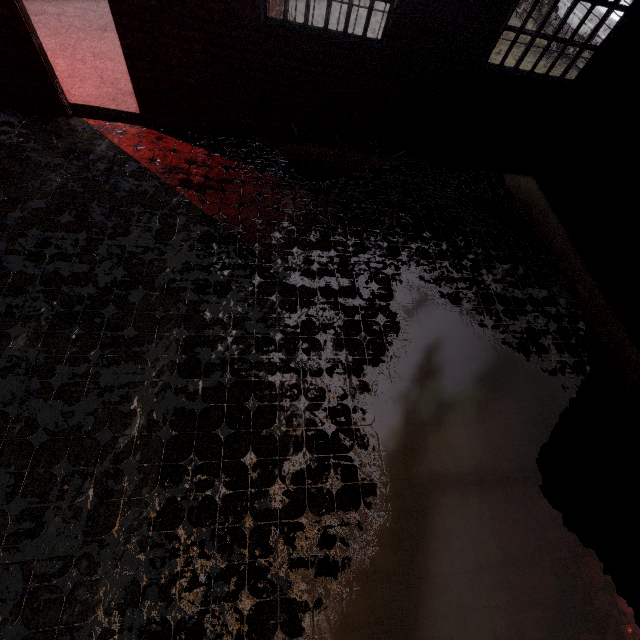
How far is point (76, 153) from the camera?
4.34m
